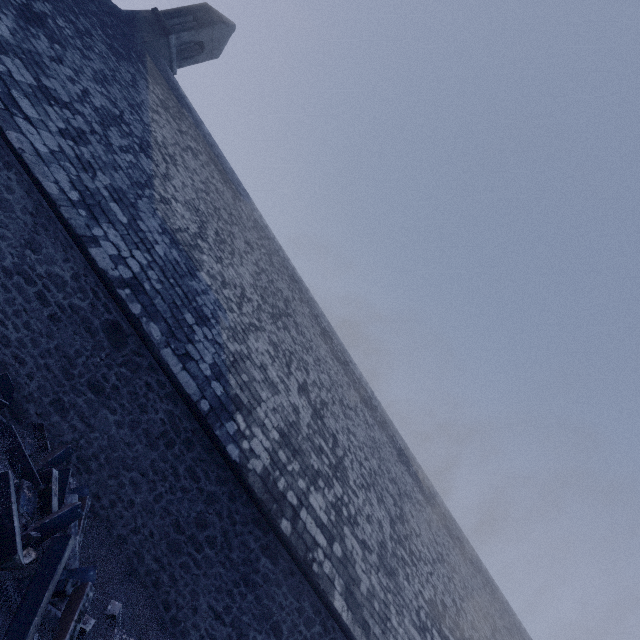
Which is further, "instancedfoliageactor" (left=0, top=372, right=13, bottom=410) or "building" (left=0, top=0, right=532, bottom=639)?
"building" (left=0, top=0, right=532, bottom=639)

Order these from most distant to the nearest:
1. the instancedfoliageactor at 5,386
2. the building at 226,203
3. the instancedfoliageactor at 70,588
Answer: the building at 226,203
the instancedfoliageactor at 5,386
the instancedfoliageactor at 70,588

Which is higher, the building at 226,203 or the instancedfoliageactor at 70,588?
the building at 226,203

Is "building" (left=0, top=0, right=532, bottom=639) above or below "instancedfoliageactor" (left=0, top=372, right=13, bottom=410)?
above

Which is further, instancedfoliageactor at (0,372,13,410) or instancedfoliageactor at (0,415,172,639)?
instancedfoliageactor at (0,372,13,410)

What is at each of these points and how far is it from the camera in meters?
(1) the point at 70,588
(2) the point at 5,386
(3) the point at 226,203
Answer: (1) instancedfoliageactor, 4.2 m
(2) instancedfoliageactor, 5.7 m
(3) building, 12.4 m

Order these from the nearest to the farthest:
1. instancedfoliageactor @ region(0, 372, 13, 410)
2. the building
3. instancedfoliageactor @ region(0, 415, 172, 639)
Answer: instancedfoliageactor @ region(0, 415, 172, 639) → instancedfoliageactor @ region(0, 372, 13, 410) → the building
